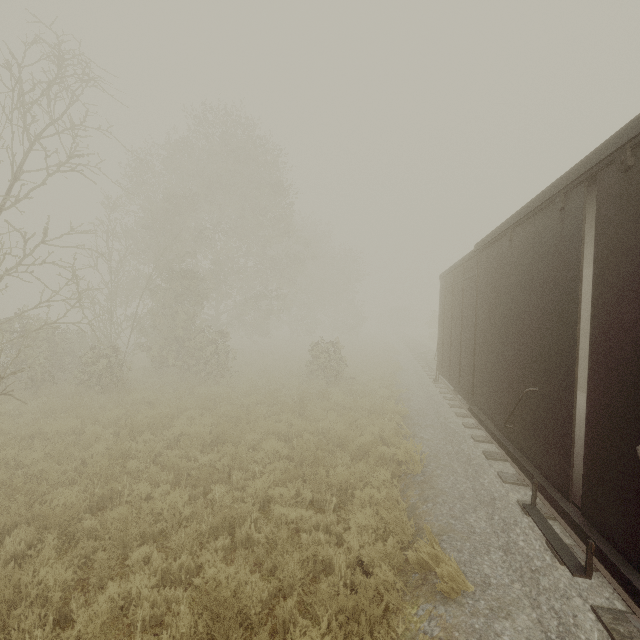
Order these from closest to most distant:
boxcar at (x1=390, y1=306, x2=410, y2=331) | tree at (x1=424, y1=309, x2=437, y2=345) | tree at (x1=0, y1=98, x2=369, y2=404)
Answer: tree at (x1=0, y1=98, x2=369, y2=404)
tree at (x1=424, y1=309, x2=437, y2=345)
boxcar at (x1=390, y1=306, x2=410, y2=331)

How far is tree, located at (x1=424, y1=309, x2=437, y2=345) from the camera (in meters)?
36.41

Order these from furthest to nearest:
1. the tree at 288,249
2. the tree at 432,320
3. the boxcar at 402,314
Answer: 1. the boxcar at 402,314
2. the tree at 432,320
3. the tree at 288,249

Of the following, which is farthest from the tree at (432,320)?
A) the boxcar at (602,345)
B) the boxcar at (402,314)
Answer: the boxcar at (602,345)

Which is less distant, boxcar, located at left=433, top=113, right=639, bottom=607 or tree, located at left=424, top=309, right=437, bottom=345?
boxcar, located at left=433, top=113, right=639, bottom=607

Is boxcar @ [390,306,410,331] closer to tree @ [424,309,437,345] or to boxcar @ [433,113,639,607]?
tree @ [424,309,437,345]

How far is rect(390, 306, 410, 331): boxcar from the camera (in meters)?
58.19

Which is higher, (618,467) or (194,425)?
(618,467)
